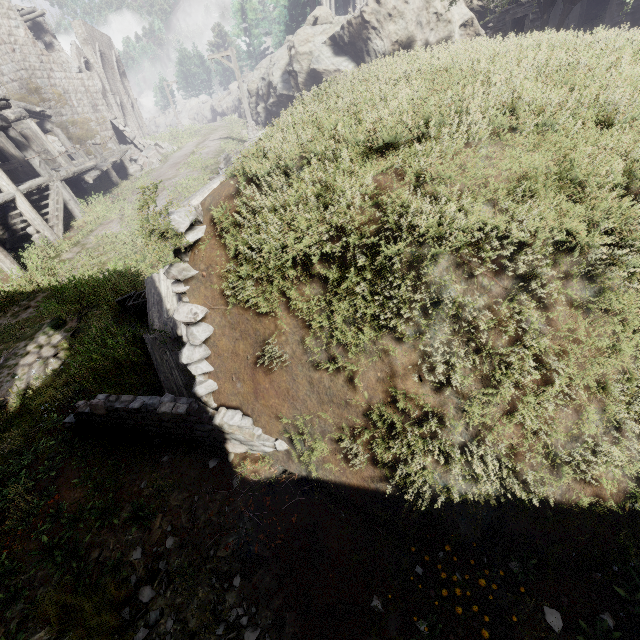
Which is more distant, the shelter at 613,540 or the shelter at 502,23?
the shelter at 502,23

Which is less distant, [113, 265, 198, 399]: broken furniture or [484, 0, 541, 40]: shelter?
[113, 265, 198, 399]: broken furniture

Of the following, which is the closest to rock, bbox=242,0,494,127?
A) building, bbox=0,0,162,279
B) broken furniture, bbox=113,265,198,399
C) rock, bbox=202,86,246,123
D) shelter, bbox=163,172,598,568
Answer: rock, bbox=202,86,246,123

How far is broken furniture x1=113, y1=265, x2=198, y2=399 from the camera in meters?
5.2

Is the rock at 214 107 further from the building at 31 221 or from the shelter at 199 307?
the shelter at 199 307

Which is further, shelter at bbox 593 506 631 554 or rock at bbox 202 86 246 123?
rock at bbox 202 86 246 123

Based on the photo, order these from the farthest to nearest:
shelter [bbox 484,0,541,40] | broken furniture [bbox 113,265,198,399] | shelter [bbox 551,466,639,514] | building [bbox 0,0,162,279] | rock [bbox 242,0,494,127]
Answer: rock [bbox 242,0,494,127] < shelter [bbox 484,0,541,40] < building [bbox 0,0,162,279] < broken furniture [bbox 113,265,198,399] < shelter [bbox 551,466,639,514]

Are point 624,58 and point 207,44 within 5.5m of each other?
no
